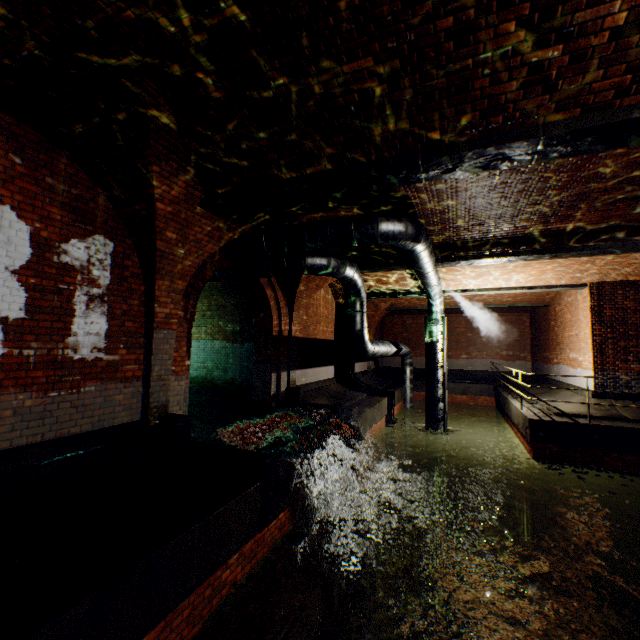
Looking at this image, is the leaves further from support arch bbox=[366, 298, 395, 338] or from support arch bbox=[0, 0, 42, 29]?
support arch bbox=[366, 298, 395, 338]

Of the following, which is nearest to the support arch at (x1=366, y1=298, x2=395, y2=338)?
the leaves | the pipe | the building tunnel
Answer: the pipe

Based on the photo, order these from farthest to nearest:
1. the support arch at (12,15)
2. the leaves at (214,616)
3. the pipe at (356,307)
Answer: the pipe at (356,307)
the leaves at (214,616)
the support arch at (12,15)

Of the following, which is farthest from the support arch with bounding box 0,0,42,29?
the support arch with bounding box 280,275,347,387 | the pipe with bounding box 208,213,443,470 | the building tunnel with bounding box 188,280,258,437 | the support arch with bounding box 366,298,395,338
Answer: the support arch with bounding box 366,298,395,338

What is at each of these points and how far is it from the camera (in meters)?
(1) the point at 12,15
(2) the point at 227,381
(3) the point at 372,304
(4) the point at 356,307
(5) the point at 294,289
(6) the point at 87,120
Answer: (1) support arch, 2.71
(2) building tunnel, 10.95
(3) support arch, 18.22
(4) pipe, 8.70
(5) support arch, 9.78
(6) support arch, 3.92

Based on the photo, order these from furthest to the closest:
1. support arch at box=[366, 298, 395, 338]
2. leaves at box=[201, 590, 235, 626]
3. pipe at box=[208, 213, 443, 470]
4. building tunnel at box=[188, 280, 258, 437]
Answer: support arch at box=[366, 298, 395, 338], building tunnel at box=[188, 280, 258, 437], pipe at box=[208, 213, 443, 470], leaves at box=[201, 590, 235, 626]

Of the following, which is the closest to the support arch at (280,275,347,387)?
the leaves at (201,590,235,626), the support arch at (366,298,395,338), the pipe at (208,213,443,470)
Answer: the pipe at (208,213,443,470)

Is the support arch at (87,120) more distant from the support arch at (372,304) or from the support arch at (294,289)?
the support arch at (372,304)
